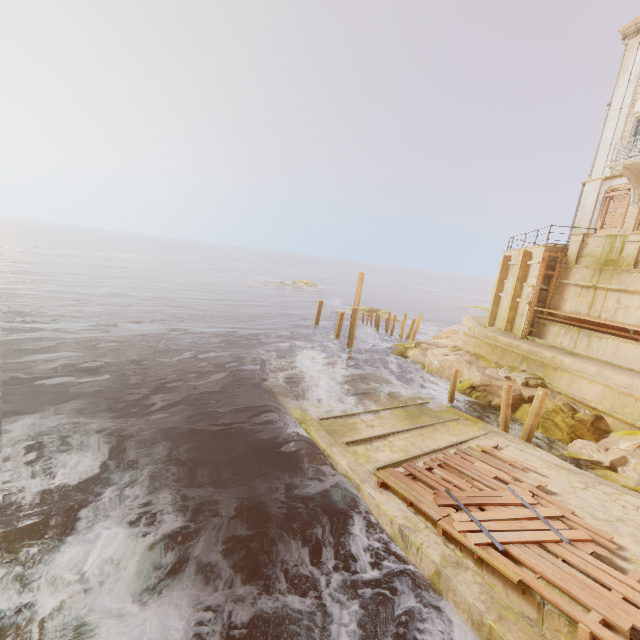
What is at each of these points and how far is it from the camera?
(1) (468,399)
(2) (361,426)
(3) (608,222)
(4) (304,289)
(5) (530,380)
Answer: (1) rock, 15.8 meters
(2) walkway, 11.8 meters
(3) wood, 19.3 meters
(4) rock, 55.4 meters
(5) rubble, 14.9 meters

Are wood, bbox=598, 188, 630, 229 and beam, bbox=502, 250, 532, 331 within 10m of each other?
yes

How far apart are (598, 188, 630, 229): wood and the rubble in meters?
10.7 m

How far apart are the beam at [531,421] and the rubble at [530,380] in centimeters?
309cm

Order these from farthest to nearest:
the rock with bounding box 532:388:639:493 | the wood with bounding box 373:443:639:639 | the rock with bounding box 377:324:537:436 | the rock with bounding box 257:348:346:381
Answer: the rock with bounding box 257:348:346:381
the rock with bounding box 377:324:537:436
the rock with bounding box 532:388:639:493
the wood with bounding box 373:443:639:639

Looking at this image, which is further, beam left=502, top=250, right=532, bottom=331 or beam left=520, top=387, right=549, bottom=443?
beam left=502, top=250, right=532, bottom=331

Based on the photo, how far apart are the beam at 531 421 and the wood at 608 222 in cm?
1372

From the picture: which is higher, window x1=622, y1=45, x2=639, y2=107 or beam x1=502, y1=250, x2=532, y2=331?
window x1=622, y1=45, x2=639, y2=107
